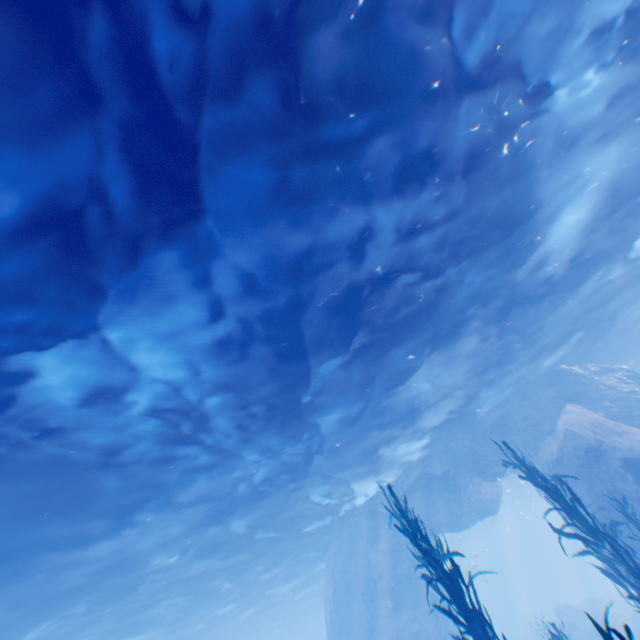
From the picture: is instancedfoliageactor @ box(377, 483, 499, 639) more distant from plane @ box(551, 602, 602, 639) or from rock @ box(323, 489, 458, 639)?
plane @ box(551, 602, 602, 639)

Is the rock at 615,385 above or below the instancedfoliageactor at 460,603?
above

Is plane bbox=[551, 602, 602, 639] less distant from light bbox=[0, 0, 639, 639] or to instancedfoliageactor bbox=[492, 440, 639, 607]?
light bbox=[0, 0, 639, 639]

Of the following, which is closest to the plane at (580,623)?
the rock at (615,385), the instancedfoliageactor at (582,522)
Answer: the rock at (615,385)

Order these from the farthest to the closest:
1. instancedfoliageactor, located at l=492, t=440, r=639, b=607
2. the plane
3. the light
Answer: the plane
instancedfoliageactor, located at l=492, t=440, r=639, b=607
the light

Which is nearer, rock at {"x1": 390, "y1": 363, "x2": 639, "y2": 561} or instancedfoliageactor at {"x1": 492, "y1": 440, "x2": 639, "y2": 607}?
instancedfoliageactor at {"x1": 492, "y1": 440, "x2": 639, "y2": 607}

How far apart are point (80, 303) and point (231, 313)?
2.9 meters
